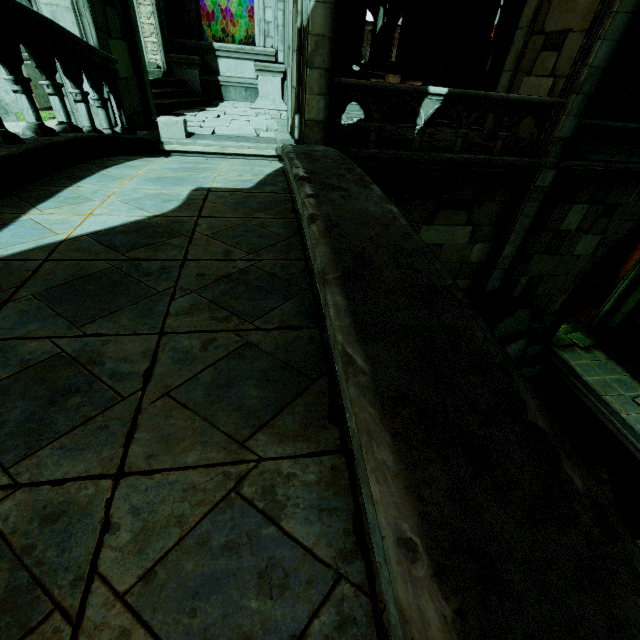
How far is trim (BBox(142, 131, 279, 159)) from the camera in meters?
6.4 m

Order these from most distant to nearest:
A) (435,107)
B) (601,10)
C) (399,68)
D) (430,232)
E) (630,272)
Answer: (630,272)
(399,68)
(430,232)
(435,107)
(601,10)

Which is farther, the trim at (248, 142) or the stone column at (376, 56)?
the stone column at (376, 56)

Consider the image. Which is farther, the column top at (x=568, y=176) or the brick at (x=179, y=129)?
the column top at (x=568, y=176)

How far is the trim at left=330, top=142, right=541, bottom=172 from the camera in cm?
712

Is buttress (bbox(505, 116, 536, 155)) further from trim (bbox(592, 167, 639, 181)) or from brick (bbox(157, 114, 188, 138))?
brick (bbox(157, 114, 188, 138))

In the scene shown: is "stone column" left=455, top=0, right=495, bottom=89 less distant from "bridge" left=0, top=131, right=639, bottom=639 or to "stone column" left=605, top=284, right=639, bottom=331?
"bridge" left=0, top=131, right=639, bottom=639

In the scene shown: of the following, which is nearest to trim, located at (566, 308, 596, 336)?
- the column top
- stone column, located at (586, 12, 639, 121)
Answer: stone column, located at (586, 12, 639, 121)
